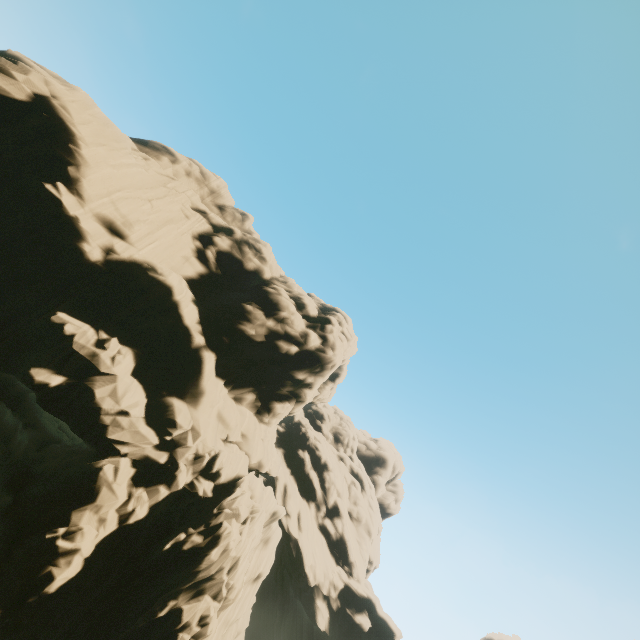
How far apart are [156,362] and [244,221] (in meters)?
24.34
